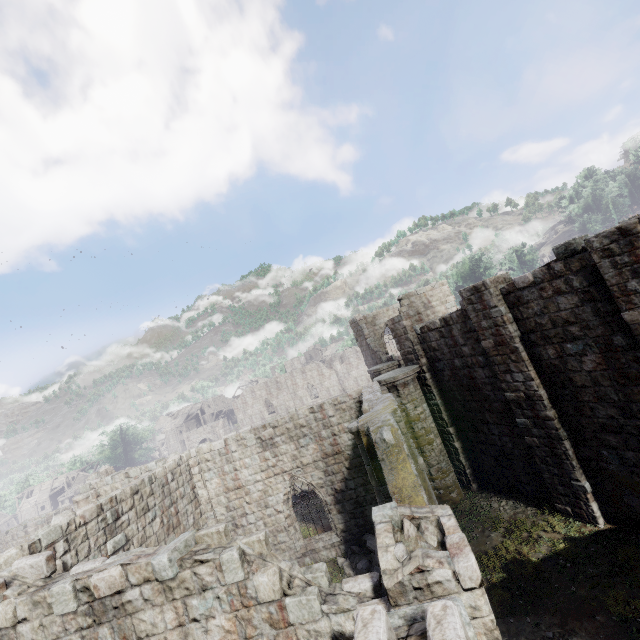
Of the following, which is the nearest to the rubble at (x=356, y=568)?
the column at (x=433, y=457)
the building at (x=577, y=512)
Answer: the building at (x=577, y=512)

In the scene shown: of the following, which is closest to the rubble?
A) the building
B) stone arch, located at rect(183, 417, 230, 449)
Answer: the building

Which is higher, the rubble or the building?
the building

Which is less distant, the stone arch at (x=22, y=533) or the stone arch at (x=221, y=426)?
the stone arch at (x=22, y=533)

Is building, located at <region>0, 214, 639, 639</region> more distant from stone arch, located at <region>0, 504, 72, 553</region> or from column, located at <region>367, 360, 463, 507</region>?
stone arch, located at <region>0, 504, 72, 553</region>

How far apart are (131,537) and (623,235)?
16.85m

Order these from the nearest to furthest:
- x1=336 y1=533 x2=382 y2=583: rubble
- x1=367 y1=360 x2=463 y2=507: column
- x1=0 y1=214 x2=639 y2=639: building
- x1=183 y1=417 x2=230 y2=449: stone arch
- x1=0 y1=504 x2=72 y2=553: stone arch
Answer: x1=0 y1=214 x2=639 y2=639: building < x1=336 y1=533 x2=382 y2=583: rubble < x1=367 y1=360 x2=463 y2=507: column < x1=0 y1=504 x2=72 y2=553: stone arch < x1=183 y1=417 x2=230 y2=449: stone arch

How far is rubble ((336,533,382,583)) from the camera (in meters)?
11.92
